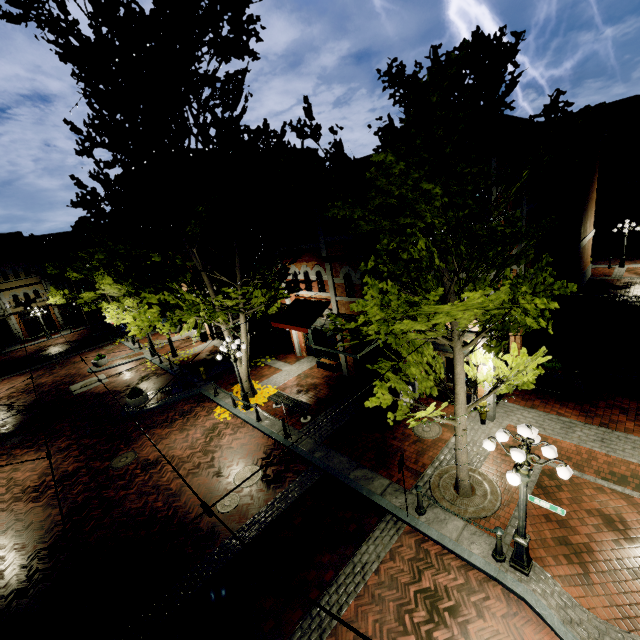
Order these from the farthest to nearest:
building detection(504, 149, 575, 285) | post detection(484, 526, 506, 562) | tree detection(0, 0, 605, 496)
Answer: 1. building detection(504, 149, 575, 285)
2. post detection(484, 526, 506, 562)
3. tree detection(0, 0, 605, 496)

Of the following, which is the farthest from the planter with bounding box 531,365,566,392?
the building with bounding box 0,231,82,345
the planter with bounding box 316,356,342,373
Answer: the building with bounding box 0,231,82,345

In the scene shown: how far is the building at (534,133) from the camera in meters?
10.6 m

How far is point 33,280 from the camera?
38.8 meters

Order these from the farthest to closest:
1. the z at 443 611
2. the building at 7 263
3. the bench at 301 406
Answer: the building at 7 263 < the bench at 301 406 < the z at 443 611

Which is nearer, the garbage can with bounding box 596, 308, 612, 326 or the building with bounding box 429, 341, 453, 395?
the building with bounding box 429, 341, 453, 395

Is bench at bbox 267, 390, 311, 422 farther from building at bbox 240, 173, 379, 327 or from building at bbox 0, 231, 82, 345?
building at bbox 0, 231, 82, 345

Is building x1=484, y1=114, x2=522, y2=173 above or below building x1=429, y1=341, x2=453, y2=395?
above
